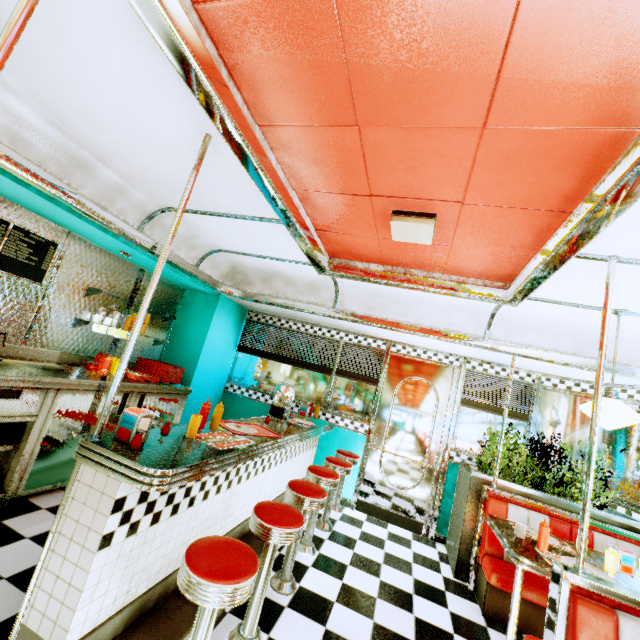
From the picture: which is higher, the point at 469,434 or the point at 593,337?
the point at 593,337

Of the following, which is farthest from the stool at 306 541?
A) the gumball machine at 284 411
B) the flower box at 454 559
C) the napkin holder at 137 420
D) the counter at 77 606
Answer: the flower box at 454 559

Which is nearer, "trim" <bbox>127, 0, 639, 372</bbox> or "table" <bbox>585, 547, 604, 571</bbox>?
"trim" <bbox>127, 0, 639, 372</bbox>

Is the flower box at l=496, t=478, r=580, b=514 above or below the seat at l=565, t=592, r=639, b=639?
above

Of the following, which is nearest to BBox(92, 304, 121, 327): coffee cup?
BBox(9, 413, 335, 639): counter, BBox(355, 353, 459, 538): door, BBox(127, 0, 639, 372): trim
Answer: BBox(127, 0, 639, 372): trim

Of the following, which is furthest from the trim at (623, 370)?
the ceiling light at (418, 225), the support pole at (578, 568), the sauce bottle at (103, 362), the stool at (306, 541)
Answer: the stool at (306, 541)

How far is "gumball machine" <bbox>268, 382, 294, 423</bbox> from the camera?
3.9 meters

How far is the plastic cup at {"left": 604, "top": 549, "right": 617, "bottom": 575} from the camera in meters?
2.5 m
